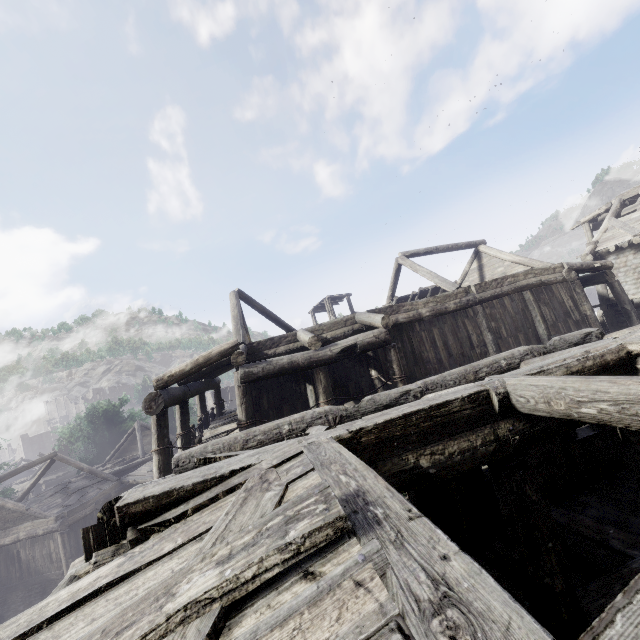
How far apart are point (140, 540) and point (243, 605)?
2.09m
